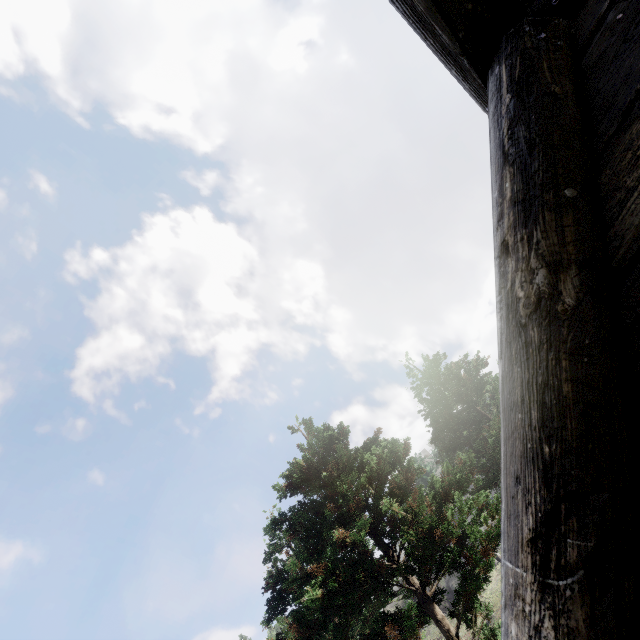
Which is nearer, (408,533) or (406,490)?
(408,533)
